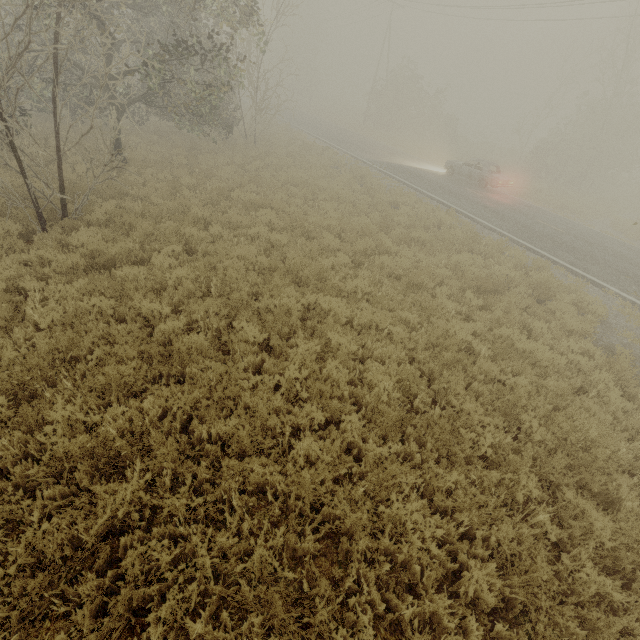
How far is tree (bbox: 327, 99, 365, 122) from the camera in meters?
48.2

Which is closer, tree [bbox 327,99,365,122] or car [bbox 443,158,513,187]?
car [bbox 443,158,513,187]

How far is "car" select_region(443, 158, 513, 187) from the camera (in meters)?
19.40

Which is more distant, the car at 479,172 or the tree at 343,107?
the tree at 343,107

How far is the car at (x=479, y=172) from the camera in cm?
1940

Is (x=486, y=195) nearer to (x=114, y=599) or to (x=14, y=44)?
(x=14, y=44)
